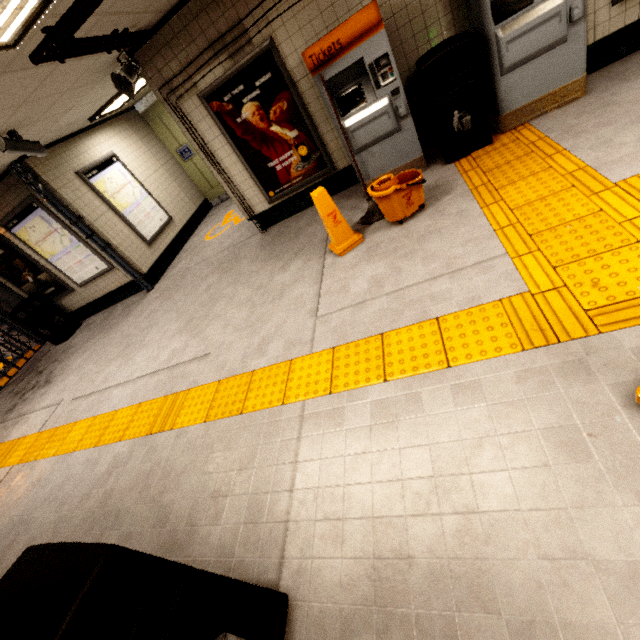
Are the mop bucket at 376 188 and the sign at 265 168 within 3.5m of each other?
yes

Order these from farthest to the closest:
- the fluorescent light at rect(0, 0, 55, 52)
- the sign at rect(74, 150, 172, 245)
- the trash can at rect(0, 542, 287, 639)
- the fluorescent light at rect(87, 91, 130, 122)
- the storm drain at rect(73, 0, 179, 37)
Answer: the sign at rect(74, 150, 172, 245) < the fluorescent light at rect(87, 91, 130, 122) < the storm drain at rect(73, 0, 179, 37) < the fluorescent light at rect(0, 0, 55, 52) < the trash can at rect(0, 542, 287, 639)

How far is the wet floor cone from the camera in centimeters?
363cm

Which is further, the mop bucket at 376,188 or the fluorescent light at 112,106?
the fluorescent light at 112,106

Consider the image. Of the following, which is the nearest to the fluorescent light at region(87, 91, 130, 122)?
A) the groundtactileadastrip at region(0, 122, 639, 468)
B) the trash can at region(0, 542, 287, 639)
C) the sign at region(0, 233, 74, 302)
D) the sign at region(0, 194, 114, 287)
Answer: the sign at region(0, 194, 114, 287)

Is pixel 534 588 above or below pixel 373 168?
below

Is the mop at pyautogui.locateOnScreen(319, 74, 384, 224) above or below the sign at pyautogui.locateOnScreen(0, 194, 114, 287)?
below

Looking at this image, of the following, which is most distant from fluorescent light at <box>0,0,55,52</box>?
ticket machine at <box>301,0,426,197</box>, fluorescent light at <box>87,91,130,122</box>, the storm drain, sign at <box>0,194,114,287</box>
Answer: sign at <box>0,194,114,287</box>
